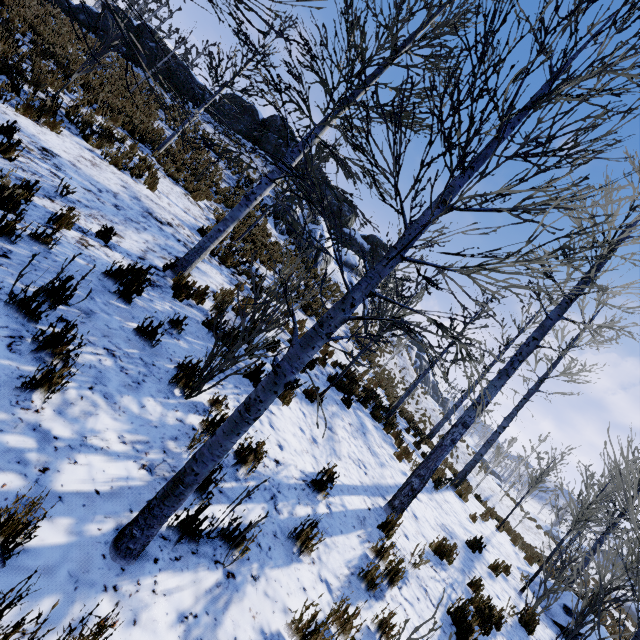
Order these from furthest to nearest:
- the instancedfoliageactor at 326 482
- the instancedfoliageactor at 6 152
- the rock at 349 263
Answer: the rock at 349 263, the instancedfoliageactor at 6 152, the instancedfoliageactor at 326 482

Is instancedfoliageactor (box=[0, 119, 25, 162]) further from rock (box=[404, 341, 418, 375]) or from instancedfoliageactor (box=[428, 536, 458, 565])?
rock (box=[404, 341, 418, 375])

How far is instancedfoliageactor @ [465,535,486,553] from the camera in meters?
7.6 m

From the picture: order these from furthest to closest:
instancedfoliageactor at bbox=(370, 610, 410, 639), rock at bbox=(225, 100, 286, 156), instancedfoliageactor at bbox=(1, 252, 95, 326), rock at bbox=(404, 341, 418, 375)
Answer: rock at bbox=(404, 341, 418, 375) < rock at bbox=(225, 100, 286, 156) < instancedfoliageactor at bbox=(1, 252, 95, 326) < instancedfoliageactor at bbox=(370, 610, 410, 639)

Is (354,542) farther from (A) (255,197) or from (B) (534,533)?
(B) (534,533)

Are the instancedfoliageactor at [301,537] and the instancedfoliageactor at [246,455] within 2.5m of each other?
yes

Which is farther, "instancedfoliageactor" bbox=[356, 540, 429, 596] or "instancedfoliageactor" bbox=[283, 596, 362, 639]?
"instancedfoliageactor" bbox=[356, 540, 429, 596]

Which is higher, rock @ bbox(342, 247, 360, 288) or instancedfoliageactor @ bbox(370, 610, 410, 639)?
rock @ bbox(342, 247, 360, 288)
